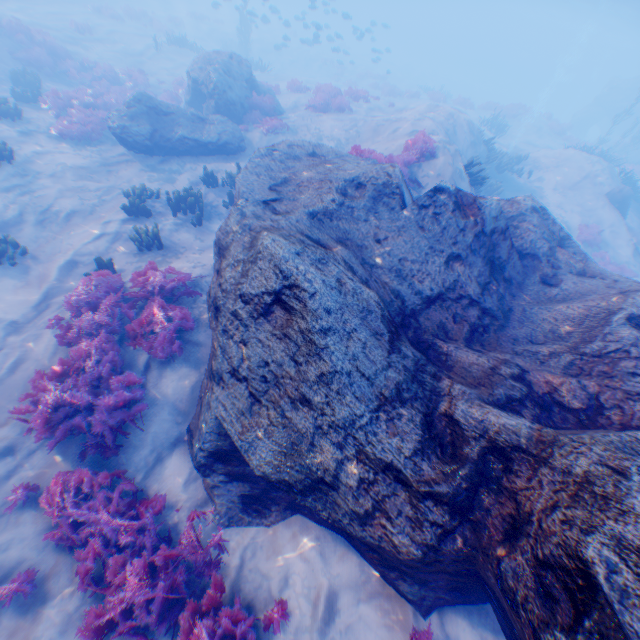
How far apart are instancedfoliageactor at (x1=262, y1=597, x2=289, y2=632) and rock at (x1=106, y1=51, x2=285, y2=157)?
14.3 meters

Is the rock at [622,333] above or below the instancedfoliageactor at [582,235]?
above

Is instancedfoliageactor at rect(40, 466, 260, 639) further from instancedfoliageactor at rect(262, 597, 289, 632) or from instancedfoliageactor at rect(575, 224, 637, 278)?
instancedfoliageactor at rect(575, 224, 637, 278)

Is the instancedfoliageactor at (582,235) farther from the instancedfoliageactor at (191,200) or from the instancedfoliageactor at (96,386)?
the instancedfoliageactor at (96,386)

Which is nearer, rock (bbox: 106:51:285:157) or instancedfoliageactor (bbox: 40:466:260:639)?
instancedfoliageactor (bbox: 40:466:260:639)

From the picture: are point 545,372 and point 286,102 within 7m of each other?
no

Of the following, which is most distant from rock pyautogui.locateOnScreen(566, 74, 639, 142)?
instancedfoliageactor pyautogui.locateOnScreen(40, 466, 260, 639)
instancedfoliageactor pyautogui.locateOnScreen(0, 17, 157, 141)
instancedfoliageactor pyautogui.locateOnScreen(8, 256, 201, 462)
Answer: instancedfoliageactor pyautogui.locateOnScreen(40, 466, 260, 639)

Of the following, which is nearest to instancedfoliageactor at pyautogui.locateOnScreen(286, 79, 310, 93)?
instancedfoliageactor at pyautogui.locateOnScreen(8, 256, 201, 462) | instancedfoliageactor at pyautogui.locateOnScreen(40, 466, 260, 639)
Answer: instancedfoliageactor at pyautogui.locateOnScreen(8, 256, 201, 462)
